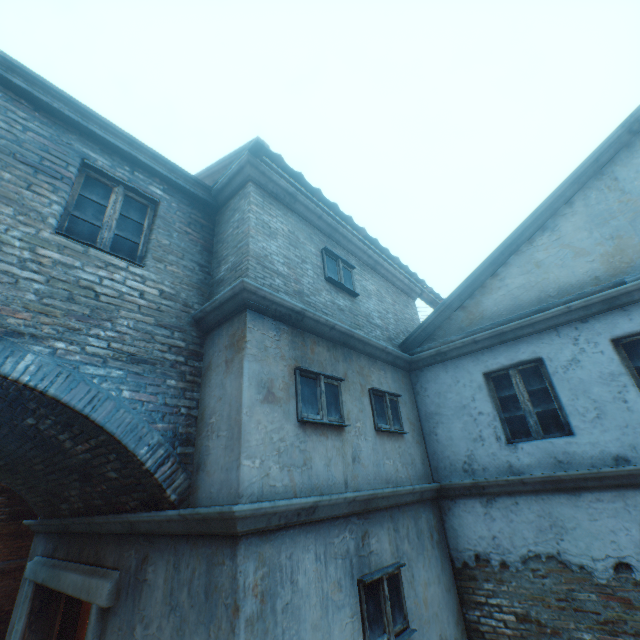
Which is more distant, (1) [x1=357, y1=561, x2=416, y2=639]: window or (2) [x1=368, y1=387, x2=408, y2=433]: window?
(2) [x1=368, y1=387, x2=408, y2=433]: window

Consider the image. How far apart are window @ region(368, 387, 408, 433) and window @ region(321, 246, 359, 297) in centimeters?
192cm

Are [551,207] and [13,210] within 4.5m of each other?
no

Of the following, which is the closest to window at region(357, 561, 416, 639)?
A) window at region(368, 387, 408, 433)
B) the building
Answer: the building

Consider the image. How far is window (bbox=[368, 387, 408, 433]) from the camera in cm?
556

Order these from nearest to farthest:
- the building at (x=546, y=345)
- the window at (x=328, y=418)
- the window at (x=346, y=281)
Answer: the building at (x=546, y=345), the window at (x=328, y=418), the window at (x=346, y=281)

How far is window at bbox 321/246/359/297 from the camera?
6.16m

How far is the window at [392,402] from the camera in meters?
5.6 m
